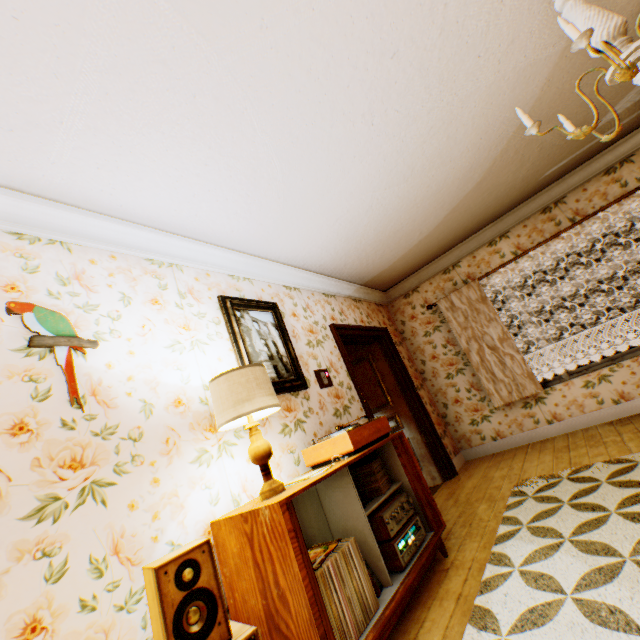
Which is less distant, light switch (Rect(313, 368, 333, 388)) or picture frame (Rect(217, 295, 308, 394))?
picture frame (Rect(217, 295, 308, 394))

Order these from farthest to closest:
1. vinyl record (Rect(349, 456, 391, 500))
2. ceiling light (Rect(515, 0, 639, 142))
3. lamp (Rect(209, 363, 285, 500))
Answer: vinyl record (Rect(349, 456, 391, 500))
lamp (Rect(209, 363, 285, 500))
ceiling light (Rect(515, 0, 639, 142))

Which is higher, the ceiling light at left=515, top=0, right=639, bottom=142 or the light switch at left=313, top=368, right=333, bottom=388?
the ceiling light at left=515, top=0, right=639, bottom=142

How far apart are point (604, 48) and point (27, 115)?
2.8 meters

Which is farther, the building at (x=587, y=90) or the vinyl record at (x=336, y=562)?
the building at (x=587, y=90)

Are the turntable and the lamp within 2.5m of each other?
yes

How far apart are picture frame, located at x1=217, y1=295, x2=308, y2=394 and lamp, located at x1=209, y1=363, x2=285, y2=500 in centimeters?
29cm

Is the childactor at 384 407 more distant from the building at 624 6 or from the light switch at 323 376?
the light switch at 323 376
